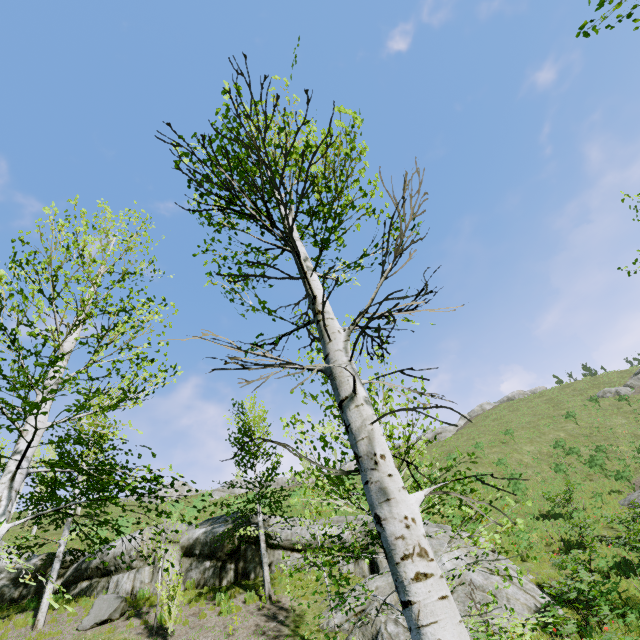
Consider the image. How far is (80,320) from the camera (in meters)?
6.21

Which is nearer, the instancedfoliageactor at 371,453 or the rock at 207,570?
the instancedfoliageactor at 371,453

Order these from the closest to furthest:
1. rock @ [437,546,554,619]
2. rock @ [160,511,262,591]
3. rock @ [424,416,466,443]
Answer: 1. rock @ [437,546,554,619]
2. rock @ [160,511,262,591]
3. rock @ [424,416,466,443]

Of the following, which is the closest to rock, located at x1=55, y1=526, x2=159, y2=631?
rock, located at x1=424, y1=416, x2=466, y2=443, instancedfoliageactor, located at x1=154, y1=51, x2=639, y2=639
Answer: instancedfoliageactor, located at x1=154, y1=51, x2=639, y2=639

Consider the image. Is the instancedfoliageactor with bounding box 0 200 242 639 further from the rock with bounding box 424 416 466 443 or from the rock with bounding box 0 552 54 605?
the rock with bounding box 424 416 466 443

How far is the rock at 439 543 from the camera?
13.44m

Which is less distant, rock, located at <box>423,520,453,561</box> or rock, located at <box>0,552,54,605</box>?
rock, located at <box>423,520,453,561</box>
